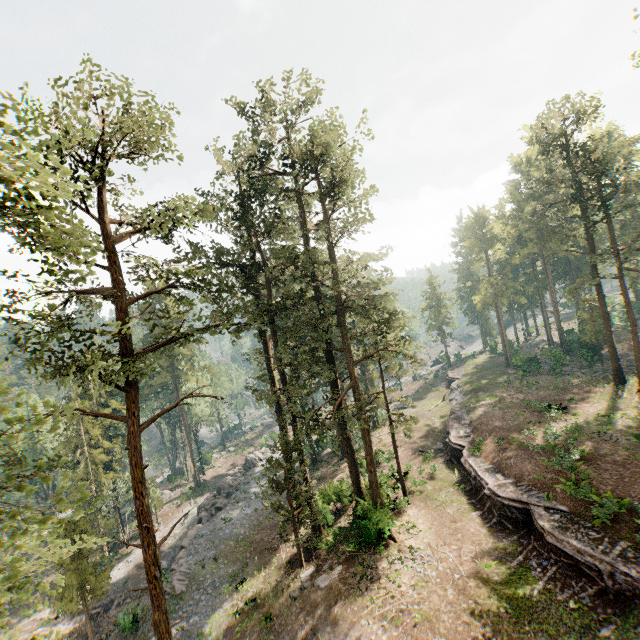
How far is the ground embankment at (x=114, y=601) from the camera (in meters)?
27.47

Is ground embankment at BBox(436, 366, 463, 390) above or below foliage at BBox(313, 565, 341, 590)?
above

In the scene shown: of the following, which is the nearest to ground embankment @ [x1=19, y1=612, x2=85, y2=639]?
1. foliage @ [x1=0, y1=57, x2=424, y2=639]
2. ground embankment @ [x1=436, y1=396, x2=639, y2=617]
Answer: foliage @ [x1=0, y1=57, x2=424, y2=639]

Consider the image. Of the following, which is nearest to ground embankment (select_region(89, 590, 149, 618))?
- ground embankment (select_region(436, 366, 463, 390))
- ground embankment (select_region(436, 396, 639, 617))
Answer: ground embankment (select_region(436, 396, 639, 617))

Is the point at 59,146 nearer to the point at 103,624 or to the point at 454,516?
the point at 454,516

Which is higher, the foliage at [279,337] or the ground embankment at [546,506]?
the foliage at [279,337]

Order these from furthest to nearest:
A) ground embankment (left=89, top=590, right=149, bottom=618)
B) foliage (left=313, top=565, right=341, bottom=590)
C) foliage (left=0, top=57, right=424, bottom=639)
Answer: ground embankment (left=89, top=590, right=149, bottom=618) → foliage (left=313, top=565, right=341, bottom=590) → foliage (left=0, top=57, right=424, bottom=639)

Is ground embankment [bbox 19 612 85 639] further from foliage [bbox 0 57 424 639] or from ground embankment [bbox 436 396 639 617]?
ground embankment [bbox 436 396 639 617]
